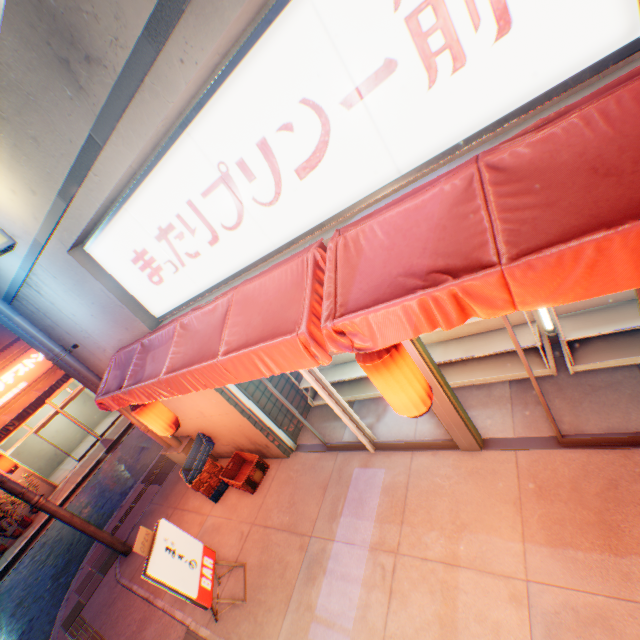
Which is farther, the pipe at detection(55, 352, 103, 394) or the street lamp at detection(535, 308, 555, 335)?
the pipe at detection(55, 352, 103, 394)

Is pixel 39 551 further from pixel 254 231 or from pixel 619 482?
pixel 619 482

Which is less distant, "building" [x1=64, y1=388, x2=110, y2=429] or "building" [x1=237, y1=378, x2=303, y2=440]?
"building" [x1=237, y1=378, x2=303, y2=440]

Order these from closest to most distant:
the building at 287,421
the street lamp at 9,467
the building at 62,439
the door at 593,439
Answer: the door at 593,439
the building at 287,421
the street lamp at 9,467
the building at 62,439

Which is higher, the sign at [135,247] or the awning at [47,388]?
the sign at [135,247]

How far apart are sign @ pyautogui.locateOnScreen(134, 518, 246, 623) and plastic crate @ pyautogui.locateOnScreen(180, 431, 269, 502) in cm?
126

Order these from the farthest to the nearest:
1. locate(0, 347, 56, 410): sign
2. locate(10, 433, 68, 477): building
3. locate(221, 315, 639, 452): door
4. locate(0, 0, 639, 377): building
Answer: locate(10, 433, 68, 477): building < locate(0, 347, 56, 410): sign < locate(221, 315, 639, 452): door < locate(0, 0, 639, 377): building

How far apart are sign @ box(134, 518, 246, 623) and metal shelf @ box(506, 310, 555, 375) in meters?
4.1
